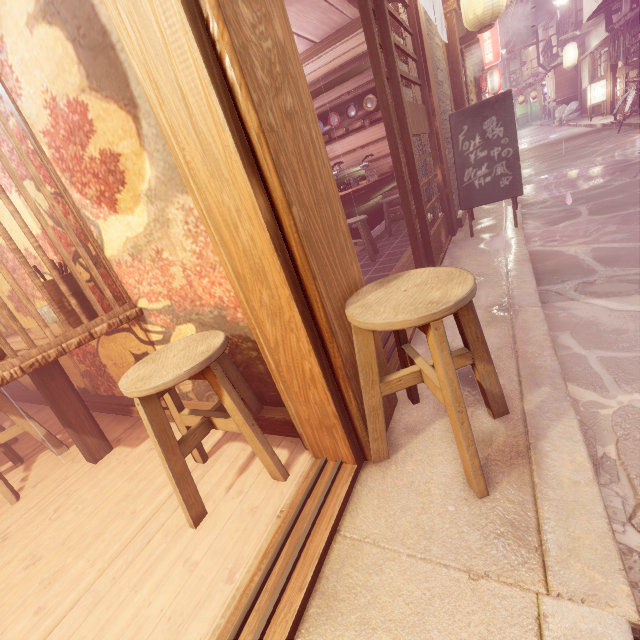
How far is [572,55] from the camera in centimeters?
3061cm

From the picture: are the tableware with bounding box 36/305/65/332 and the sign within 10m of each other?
yes

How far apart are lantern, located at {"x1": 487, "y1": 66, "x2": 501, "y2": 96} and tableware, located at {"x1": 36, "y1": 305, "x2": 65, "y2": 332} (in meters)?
37.99

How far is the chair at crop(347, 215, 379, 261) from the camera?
8.2 meters

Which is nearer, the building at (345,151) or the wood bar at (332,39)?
the wood bar at (332,39)

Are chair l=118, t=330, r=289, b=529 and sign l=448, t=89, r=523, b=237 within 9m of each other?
yes

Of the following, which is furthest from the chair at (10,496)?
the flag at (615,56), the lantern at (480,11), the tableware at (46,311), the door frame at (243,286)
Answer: the flag at (615,56)

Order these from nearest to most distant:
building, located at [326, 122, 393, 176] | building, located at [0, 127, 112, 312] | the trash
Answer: building, located at [0, 127, 112, 312], building, located at [326, 122, 393, 176], the trash
